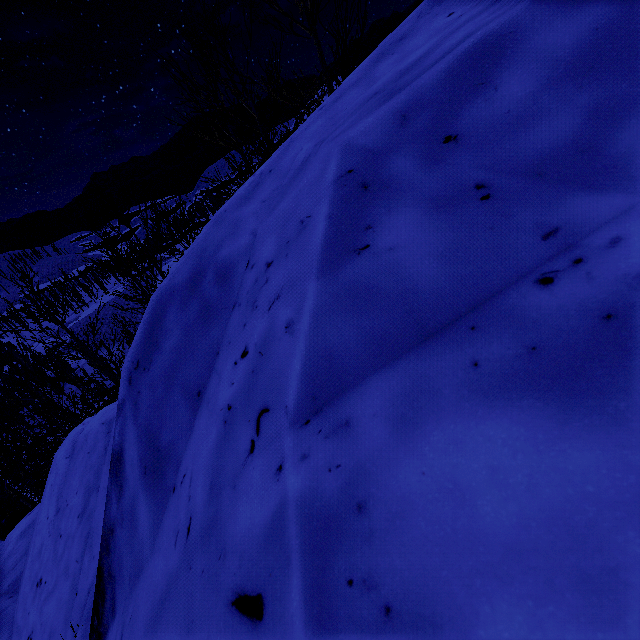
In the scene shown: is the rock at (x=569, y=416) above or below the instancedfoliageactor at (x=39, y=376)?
above

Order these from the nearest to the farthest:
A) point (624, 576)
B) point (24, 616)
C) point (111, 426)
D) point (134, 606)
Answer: point (624, 576), point (134, 606), point (24, 616), point (111, 426)

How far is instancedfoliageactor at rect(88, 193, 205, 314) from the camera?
6.6 meters

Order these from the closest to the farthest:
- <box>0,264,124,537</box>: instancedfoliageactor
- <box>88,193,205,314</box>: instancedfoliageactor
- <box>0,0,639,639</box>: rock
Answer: <box>0,0,639,639</box>: rock
<box>88,193,205,314</box>: instancedfoliageactor
<box>0,264,124,537</box>: instancedfoliageactor

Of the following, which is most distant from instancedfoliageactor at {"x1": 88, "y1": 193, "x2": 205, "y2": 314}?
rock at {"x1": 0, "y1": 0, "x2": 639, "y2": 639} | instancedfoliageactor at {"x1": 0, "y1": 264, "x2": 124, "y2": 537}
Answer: instancedfoliageactor at {"x1": 0, "y1": 264, "x2": 124, "y2": 537}

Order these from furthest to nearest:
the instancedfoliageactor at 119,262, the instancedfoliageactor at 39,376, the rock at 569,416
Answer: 1. the instancedfoliageactor at 39,376
2. the instancedfoliageactor at 119,262
3. the rock at 569,416

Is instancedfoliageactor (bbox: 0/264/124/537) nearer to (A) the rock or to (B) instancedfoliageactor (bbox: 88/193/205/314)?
(A) the rock
